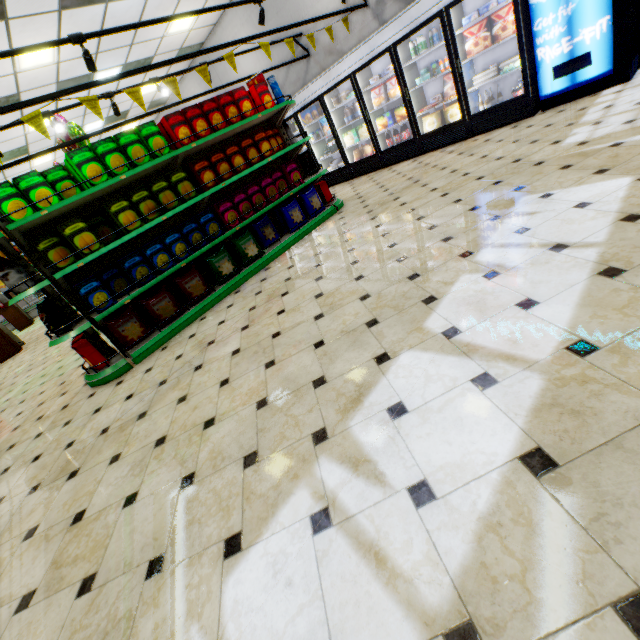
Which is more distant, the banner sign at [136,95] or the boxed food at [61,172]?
the banner sign at [136,95]

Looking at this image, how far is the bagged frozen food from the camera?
6.4m

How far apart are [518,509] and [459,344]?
0.9m

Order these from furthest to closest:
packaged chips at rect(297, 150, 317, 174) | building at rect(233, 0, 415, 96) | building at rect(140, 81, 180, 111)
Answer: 1. building at rect(140, 81, 180, 111)
2. building at rect(233, 0, 415, 96)
3. packaged chips at rect(297, 150, 317, 174)

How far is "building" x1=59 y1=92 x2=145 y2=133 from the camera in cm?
978

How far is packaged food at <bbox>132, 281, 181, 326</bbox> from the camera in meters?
4.2

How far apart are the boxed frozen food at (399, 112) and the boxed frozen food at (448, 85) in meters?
0.7 m

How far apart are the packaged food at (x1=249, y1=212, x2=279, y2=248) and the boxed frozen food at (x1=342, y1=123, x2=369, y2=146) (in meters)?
3.79
